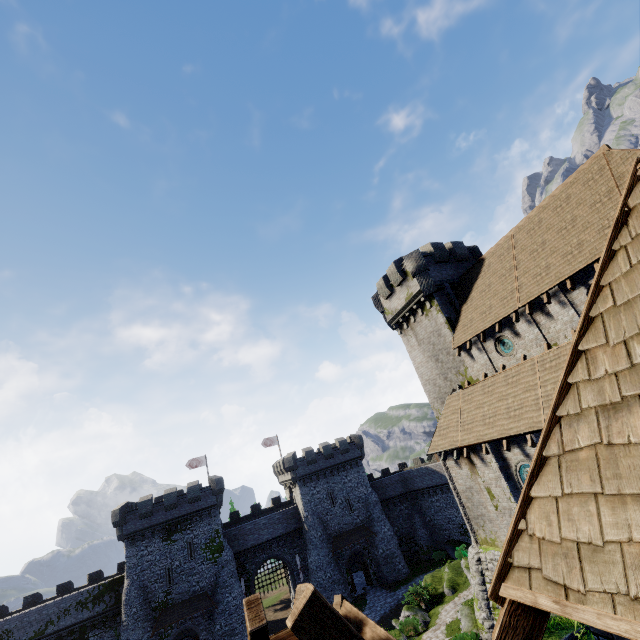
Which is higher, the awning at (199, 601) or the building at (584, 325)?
the building at (584, 325)

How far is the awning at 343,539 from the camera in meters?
39.3

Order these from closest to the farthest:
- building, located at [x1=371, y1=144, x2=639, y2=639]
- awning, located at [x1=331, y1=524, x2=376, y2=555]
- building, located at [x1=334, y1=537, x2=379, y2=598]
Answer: building, located at [x1=371, y1=144, x2=639, y2=639]
building, located at [x1=334, y1=537, x2=379, y2=598]
awning, located at [x1=331, y1=524, x2=376, y2=555]

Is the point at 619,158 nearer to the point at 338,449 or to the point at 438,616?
the point at 438,616

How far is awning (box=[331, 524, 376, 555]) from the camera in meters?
39.3 m

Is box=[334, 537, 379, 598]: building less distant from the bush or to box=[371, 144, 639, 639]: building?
the bush

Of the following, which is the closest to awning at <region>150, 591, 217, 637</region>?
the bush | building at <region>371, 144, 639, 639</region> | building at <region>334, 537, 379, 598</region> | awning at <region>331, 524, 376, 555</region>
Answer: building at <region>334, 537, 379, 598</region>

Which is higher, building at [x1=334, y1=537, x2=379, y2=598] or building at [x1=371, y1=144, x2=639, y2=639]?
building at [x1=371, y1=144, x2=639, y2=639]
